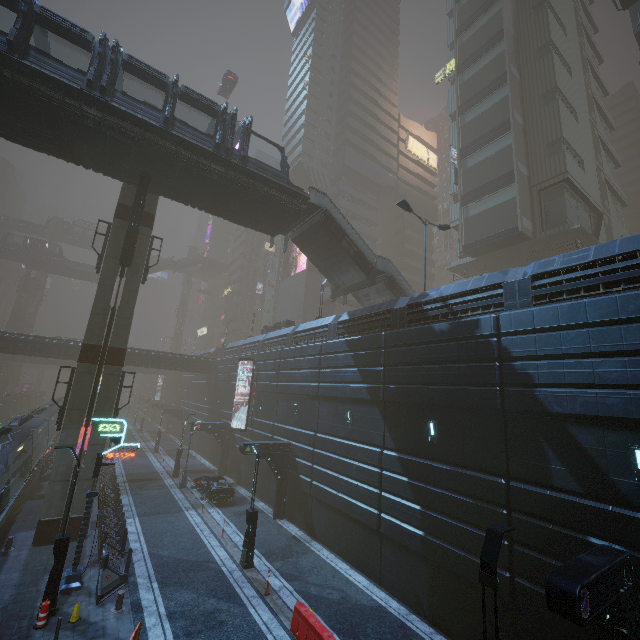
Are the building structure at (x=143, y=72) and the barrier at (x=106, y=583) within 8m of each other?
no

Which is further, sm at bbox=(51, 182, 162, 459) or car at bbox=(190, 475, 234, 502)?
car at bbox=(190, 475, 234, 502)

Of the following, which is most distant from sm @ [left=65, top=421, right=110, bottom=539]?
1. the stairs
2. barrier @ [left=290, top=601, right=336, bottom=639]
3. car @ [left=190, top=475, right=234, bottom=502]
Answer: barrier @ [left=290, top=601, right=336, bottom=639]

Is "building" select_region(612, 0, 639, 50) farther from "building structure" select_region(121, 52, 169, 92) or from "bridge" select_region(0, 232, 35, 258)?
"building structure" select_region(121, 52, 169, 92)

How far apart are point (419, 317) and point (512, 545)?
9.5 meters

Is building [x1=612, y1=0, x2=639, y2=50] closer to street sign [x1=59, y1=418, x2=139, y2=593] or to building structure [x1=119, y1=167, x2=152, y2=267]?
street sign [x1=59, y1=418, x2=139, y2=593]

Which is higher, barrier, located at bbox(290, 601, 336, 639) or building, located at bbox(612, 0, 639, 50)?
building, located at bbox(612, 0, 639, 50)

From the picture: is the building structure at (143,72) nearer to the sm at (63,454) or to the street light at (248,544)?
the sm at (63,454)
